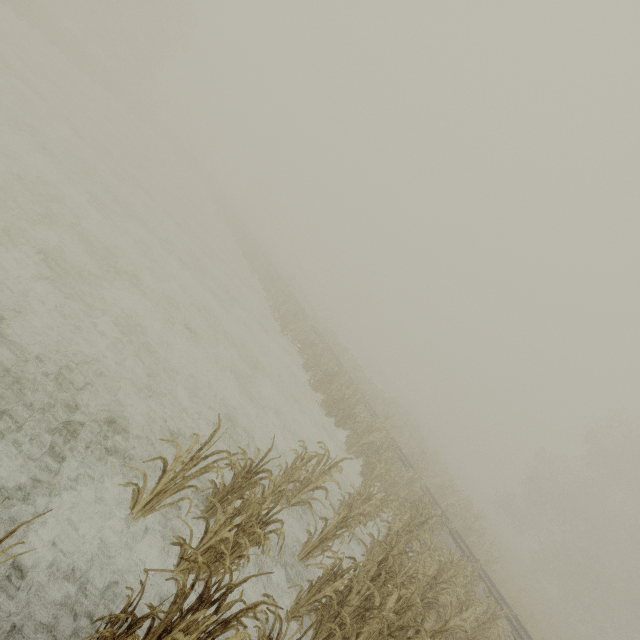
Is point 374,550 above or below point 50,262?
above
